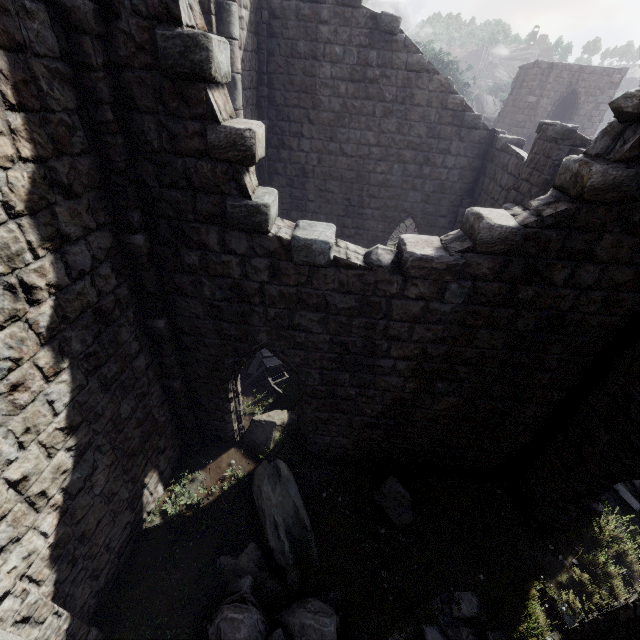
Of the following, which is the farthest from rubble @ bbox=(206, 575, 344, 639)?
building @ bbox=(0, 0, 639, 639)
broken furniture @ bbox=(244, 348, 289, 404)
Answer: broken furniture @ bbox=(244, 348, 289, 404)

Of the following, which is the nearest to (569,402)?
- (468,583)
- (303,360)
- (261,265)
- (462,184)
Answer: (468,583)

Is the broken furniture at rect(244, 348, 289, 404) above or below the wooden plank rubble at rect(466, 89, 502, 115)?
below

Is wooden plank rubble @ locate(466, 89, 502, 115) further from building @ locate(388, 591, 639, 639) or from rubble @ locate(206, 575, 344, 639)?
rubble @ locate(206, 575, 344, 639)

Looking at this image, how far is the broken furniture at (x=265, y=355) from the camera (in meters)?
10.07

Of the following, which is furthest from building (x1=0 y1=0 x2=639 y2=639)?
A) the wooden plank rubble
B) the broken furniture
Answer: the broken furniture

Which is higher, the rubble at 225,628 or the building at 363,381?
the building at 363,381

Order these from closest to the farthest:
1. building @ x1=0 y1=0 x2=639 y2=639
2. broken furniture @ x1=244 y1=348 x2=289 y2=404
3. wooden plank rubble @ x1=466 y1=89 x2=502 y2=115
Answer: building @ x1=0 y1=0 x2=639 y2=639
broken furniture @ x1=244 y1=348 x2=289 y2=404
wooden plank rubble @ x1=466 y1=89 x2=502 y2=115
